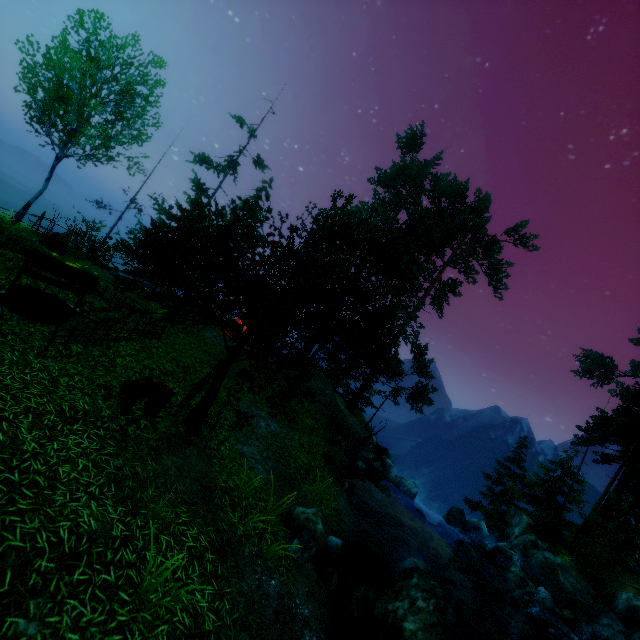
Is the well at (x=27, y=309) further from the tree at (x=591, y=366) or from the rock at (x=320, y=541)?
the rock at (x=320, y=541)

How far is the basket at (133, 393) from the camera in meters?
6.9

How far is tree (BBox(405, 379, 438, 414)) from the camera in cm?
2367

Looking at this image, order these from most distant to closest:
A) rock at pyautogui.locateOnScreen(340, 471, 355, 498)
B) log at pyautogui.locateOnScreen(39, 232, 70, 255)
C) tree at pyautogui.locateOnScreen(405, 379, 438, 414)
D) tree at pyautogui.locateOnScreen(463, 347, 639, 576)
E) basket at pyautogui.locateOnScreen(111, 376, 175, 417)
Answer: tree at pyautogui.locateOnScreen(405, 379, 438, 414), tree at pyautogui.locateOnScreen(463, 347, 639, 576), log at pyautogui.locateOnScreen(39, 232, 70, 255), rock at pyautogui.locateOnScreen(340, 471, 355, 498), basket at pyautogui.locateOnScreen(111, 376, 175, 417)

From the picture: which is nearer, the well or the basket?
the basket

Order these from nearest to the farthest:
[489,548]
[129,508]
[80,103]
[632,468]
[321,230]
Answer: [129,508], [321,230], [80,103], [489,548], [632,468]

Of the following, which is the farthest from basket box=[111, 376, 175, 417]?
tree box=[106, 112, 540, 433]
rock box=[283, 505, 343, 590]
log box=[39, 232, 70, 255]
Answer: log box=[39, 232, 70, 255]

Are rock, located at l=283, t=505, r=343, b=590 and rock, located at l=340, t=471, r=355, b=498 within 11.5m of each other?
yes
